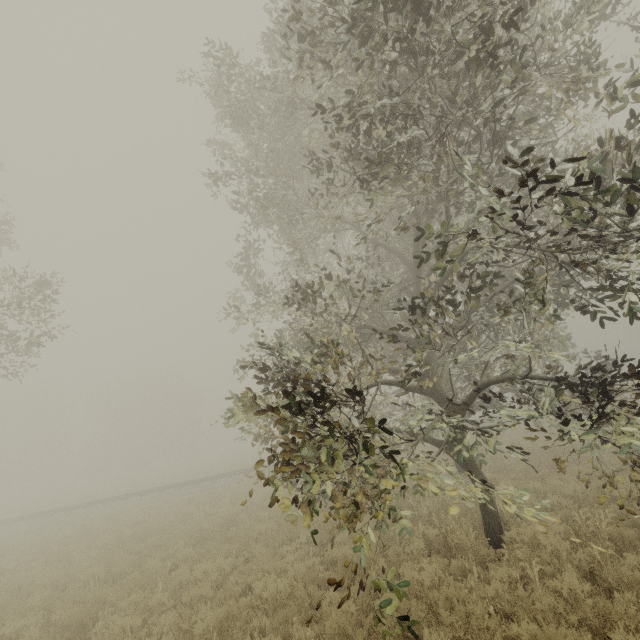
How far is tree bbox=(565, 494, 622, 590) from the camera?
5.38m

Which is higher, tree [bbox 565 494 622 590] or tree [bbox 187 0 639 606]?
tree [bbox 187 0 639 606]

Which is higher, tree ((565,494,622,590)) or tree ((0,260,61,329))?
tree ((0,260,61,329))

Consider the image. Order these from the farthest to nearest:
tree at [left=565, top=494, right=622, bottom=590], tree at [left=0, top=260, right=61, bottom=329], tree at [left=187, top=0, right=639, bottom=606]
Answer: tree at [left=0, top=260, right=61, bottom=329]
tree at [left=565, top=494, right=622, bottom=590]
tree at [left=187, top=0, right=639, bottom=606]

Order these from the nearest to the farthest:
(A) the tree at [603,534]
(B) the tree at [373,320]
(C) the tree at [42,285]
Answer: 1. (B) the tree at [373,320]
2. (A) the tree at [603,534]
3. (C) the tree at [42,285]

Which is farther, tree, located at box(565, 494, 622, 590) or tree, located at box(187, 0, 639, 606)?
tree, located at box(565, 494, 622, 590)

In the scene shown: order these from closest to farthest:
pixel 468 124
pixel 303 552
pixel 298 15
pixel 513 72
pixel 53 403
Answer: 1. pixel 298 15
2. pixel 468 124
3. pixel 513 72
4. pixel 303 552
5. pixel 53 403

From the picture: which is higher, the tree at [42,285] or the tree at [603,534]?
the tree at [42,285]
